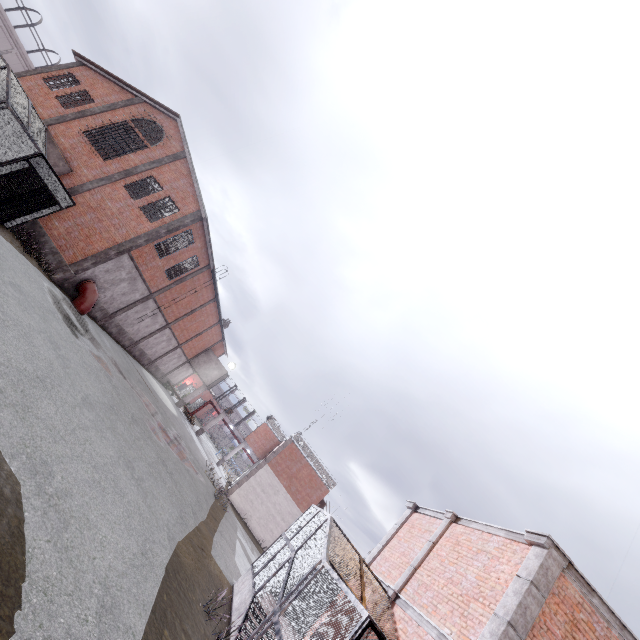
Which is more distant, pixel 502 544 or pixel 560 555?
pixel 502 544

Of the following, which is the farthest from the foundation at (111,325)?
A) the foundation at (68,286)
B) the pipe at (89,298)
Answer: the pipe at (89,298)

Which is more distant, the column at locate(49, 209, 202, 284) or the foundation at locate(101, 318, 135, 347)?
the foundation at locate(101, 318, 135, 347)

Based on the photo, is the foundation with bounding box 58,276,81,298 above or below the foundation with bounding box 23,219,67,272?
below

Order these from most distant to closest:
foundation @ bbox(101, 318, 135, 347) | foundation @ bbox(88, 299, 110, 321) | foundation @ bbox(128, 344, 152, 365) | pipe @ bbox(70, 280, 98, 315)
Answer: foundation @ bbox(128, 344, 152, 365) → foundation @ bbox(101, 318, 135, 347) → foundation @ bbox(88, 299, 110, 321) → pipe @ bbox(70, 280, 98, 315)

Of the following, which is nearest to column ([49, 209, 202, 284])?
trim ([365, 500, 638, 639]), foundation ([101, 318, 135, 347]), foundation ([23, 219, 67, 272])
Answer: foundation ([23, 219, 67, 272])

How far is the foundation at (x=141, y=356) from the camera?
29.00m

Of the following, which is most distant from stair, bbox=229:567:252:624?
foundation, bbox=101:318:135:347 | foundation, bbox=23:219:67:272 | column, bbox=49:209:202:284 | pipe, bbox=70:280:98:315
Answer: foundation, bbox=101:318:135:347
